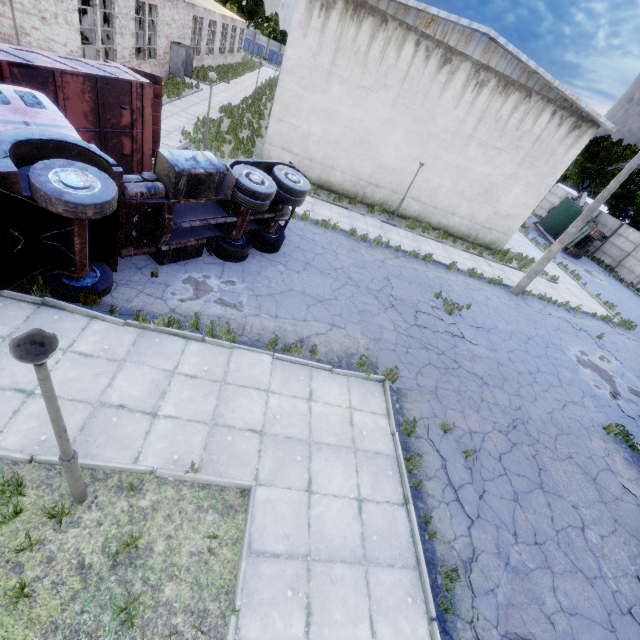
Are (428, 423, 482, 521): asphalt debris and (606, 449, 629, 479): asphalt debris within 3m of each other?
no

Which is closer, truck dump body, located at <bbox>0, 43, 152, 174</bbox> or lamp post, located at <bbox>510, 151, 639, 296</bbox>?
truck dump body, located at <bbox>0, 43, 152, 174</bbox>

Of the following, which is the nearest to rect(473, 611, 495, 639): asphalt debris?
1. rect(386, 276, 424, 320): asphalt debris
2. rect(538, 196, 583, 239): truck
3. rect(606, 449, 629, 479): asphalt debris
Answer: rect(606, 449, 629, 479): asphalt debris

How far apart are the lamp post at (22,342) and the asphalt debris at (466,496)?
6.7 meters

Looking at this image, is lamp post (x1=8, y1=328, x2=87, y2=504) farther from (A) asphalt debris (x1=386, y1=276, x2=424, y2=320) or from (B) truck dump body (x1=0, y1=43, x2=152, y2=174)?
(A) asphalt debris (x1=386, y1=276, x2=424, y2=320)

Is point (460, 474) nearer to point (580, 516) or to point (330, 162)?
point (580, 516)

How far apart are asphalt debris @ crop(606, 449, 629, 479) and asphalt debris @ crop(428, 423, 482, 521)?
4.81m

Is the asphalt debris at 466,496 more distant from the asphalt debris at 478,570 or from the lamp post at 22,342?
the lamp post at 22,342
